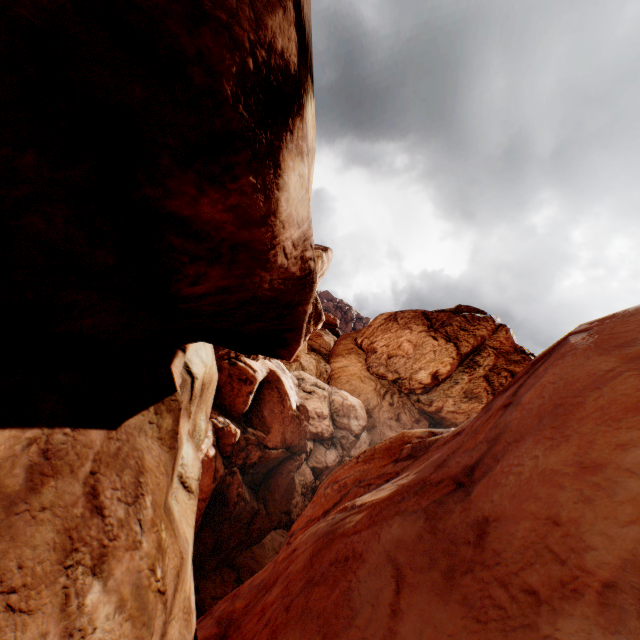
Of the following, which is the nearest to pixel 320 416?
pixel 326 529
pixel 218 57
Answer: pixel 326 529
